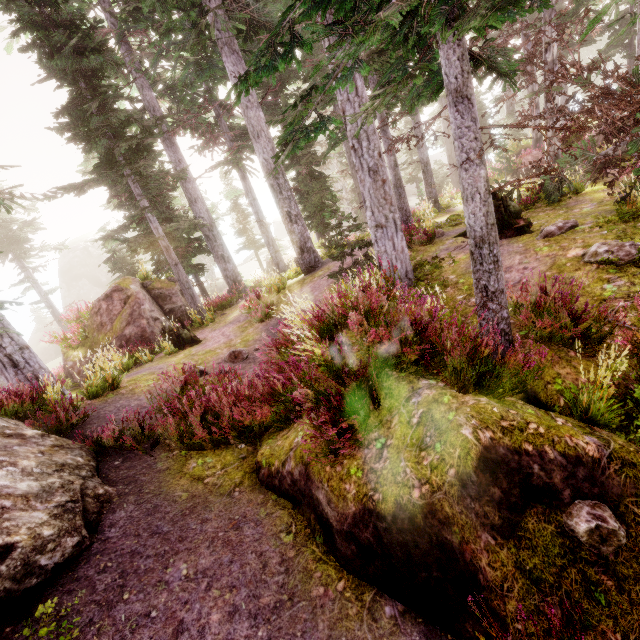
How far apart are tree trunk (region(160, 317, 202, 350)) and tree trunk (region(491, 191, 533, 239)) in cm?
988

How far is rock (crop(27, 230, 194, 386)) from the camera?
14.42m

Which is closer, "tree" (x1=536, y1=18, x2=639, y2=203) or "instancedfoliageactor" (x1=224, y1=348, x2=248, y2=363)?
"tree" (x1=536, y1=18, x2=639, y2=203)

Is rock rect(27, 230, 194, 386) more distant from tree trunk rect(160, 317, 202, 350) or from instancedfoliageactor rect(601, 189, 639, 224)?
tree trunk rect(160, 317, 202, 350)

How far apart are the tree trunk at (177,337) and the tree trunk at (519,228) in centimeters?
988cm

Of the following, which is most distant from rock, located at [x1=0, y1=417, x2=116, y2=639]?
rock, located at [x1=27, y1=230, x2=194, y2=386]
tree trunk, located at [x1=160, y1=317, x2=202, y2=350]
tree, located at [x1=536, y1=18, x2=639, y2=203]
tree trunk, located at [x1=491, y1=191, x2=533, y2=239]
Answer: rock, located at [x1=27, y1=230, x2=194, y2=386]

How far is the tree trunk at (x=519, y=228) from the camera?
9.0 meters

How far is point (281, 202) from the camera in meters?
14.1
